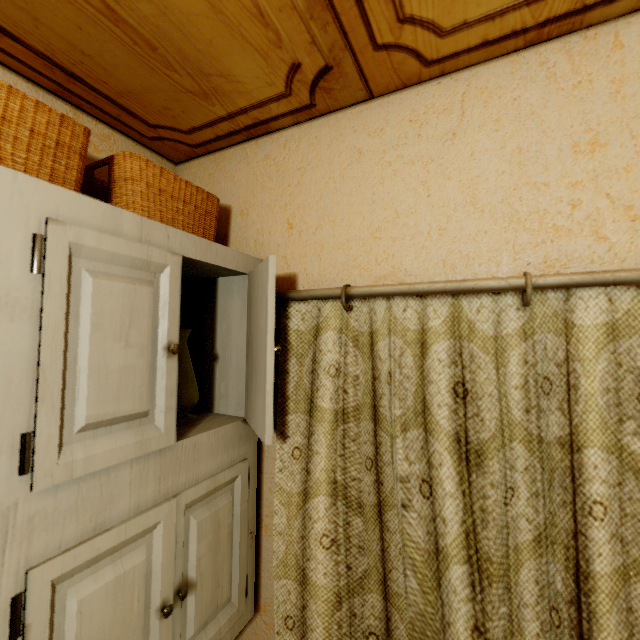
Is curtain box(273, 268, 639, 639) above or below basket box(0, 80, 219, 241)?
below

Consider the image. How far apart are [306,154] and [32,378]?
0.9 meters

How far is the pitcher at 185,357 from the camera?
0.9m

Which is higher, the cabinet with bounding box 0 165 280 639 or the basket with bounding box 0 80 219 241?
the basket with bounding box 0 80 219 241

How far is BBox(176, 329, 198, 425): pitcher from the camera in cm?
90

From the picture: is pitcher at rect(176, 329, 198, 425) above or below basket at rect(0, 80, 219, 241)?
below

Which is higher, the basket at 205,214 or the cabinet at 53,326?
the basket at 205,214
